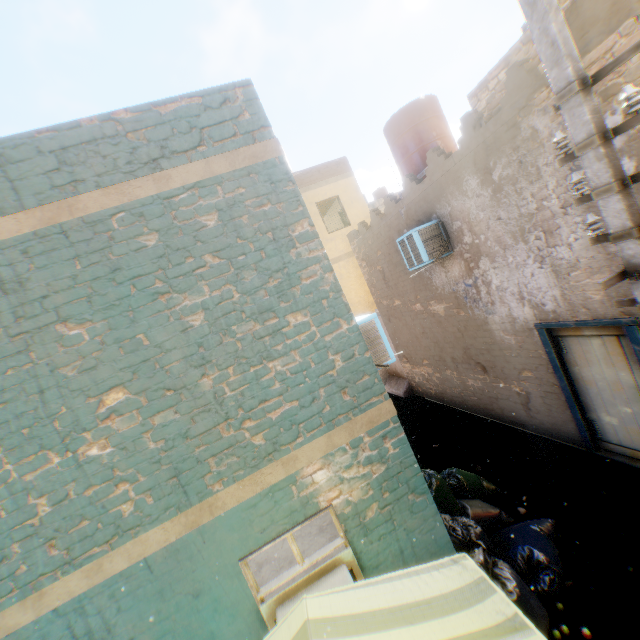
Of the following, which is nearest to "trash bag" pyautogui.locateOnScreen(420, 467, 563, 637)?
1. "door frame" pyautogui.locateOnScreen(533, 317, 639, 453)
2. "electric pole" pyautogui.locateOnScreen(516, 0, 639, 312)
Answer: "electric pole" pyautogui.locateOnScreen(516, 0, 639, 312)

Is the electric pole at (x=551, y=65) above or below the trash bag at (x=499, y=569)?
above

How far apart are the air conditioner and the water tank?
2.5m

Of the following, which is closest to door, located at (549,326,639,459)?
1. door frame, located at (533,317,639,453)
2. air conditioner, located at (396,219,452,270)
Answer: door frame, located at (533,317,639,453)

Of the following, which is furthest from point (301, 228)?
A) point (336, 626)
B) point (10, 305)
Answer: point (336, 626)

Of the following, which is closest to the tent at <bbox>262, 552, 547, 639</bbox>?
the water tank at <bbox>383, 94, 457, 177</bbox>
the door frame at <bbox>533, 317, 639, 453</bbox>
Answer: the door frame at <bbox>533, 317, 639, 453</bbox>

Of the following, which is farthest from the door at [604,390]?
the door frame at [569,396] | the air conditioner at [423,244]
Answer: the air conditioner at [423,244]

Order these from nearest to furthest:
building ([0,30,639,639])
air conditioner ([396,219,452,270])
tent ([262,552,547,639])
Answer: tent ([262,552,547,639])
building ([0,30,639,639])
air conditioner ([396,219,452,270])
